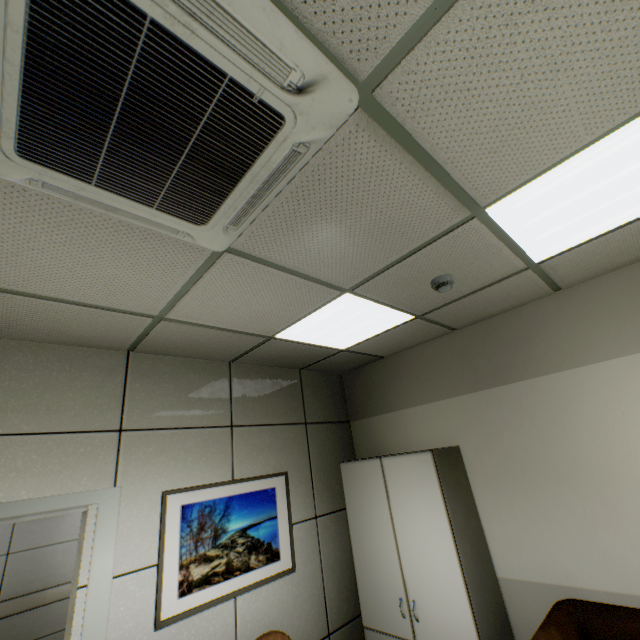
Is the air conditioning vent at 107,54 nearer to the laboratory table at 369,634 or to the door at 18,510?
the door at 18,510

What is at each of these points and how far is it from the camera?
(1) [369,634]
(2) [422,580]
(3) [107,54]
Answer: (1) laboratory table, 3.1 meters
(2) cabinet, 2.8 meters
(3) air conditioning vent, 0.9 meters

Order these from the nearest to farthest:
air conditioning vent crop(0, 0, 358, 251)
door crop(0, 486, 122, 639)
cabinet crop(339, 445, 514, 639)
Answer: air conditioning vent crop(0, 0, 358, 251) < door crop(0, 486, 122, 639) < cabinet crop(339, 445, 514, 639)

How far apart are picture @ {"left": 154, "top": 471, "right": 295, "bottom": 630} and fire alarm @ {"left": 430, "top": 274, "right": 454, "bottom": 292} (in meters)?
2.49

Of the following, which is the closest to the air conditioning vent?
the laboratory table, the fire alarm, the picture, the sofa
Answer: the fire alarm

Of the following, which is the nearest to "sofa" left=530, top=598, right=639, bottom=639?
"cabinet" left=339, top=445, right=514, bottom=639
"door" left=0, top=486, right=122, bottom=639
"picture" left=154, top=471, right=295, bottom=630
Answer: "cabinet" left=339, top=445, right=514, bottom=639

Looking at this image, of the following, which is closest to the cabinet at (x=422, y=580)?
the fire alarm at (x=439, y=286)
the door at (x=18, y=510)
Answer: the fire alarm at (x=439, y=286)

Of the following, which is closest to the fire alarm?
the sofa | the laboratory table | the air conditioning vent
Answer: the air conditioning vent
